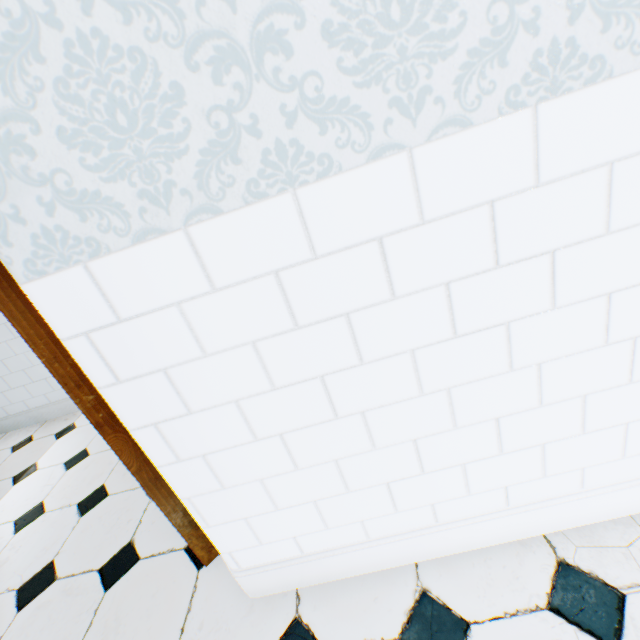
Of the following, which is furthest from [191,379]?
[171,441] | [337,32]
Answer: [337,32]
